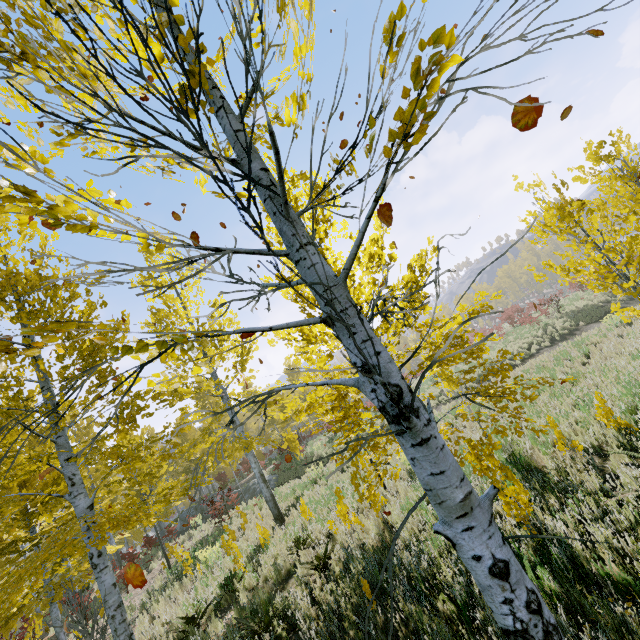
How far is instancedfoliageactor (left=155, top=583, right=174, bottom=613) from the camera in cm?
848

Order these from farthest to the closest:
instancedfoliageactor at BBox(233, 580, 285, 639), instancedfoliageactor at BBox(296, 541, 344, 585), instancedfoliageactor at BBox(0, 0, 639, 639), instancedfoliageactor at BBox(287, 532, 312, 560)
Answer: instancedfoliageactor at BBox(287, 532, 312, 560)
instancedfoliageactor at BBox(296, 541, 344, 585)
instancedfoliageactor at BBox(233, 580, 285, 639)
instancedfoliageactor at BBox(0, 0, 639, 639)

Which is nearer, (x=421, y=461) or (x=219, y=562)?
(x=421, y=461)

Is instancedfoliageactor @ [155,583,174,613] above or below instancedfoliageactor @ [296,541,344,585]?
above

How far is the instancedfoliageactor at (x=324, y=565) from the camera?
5.73m
